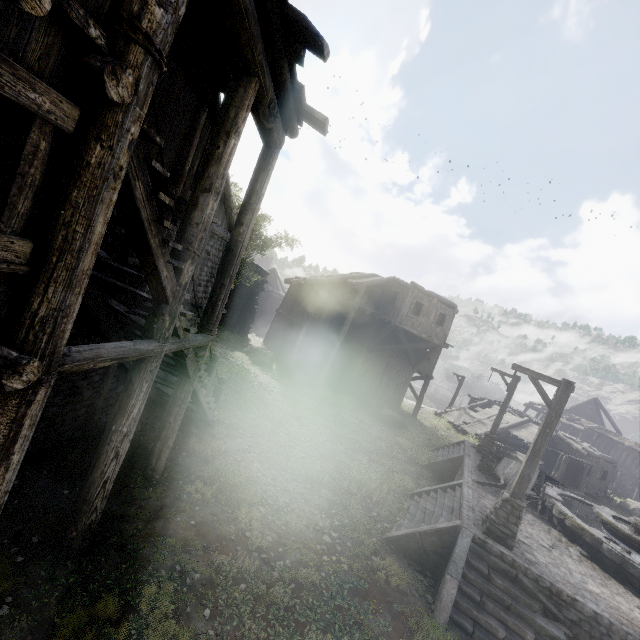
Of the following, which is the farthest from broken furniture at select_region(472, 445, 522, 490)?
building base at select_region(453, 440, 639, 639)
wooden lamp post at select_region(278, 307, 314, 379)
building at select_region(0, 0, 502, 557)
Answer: wooden lamp post at select_region(278, 307, 314, 379)

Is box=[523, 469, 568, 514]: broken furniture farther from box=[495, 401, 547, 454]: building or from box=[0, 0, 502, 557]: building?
box=[0, 0, 502, 557]: building

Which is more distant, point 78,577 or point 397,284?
point 397,284

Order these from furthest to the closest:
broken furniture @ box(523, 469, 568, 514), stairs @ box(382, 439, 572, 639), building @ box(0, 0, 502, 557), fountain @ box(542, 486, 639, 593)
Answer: broken furniture @ box(523, 469, 568, 514)
fountain @ box(542, 486, 639, 593)
stairs @ box(382, 439, 572, 639)
building @ box(0, 0, 502, 557)

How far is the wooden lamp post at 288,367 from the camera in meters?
22.2 m

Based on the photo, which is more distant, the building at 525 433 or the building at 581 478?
the building at 525 433

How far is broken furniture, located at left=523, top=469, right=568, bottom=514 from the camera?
12.3m

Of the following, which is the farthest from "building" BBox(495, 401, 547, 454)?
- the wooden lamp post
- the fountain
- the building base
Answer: the wooden lamp post
